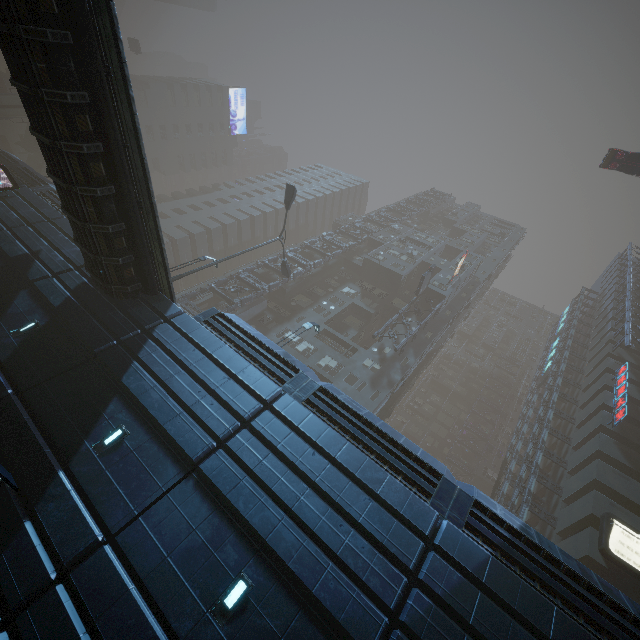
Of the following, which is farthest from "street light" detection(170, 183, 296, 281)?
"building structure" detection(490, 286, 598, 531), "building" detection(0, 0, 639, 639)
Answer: "building structure" detection(490, 286, 598, 531)

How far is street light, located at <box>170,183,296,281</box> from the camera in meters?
21.7 m

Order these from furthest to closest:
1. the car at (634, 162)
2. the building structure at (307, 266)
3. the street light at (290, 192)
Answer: the building structure at (307, 266)
the car at (634, 162)
the street light at (290, 192)

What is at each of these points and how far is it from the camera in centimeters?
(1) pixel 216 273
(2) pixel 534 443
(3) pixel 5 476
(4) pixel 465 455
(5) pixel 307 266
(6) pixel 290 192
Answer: (1) building, 5697cm
(2) building structure, 3088cm
(3) street light, 461cm
(4) building, 5344cm
(5) building structure, 4059cm
(6) street light, 2534cm

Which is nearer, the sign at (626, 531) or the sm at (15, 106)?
the sign at (626, 531)

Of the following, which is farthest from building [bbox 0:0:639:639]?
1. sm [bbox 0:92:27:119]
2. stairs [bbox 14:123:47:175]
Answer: sm [bbox 0:92:27:119]

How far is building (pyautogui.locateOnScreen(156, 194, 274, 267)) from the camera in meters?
48.8

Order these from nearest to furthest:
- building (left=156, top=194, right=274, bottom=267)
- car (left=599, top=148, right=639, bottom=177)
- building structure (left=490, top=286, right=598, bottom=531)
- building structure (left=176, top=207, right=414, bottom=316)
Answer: building structure (left=490, top=286, right=598, bottom=531)
car (left=599, top=148, right=639, bottom=177)
building structure (left=176, top=207, right=414, bottom=316)
building (left=156, top=194, right=274, bottom=267)
